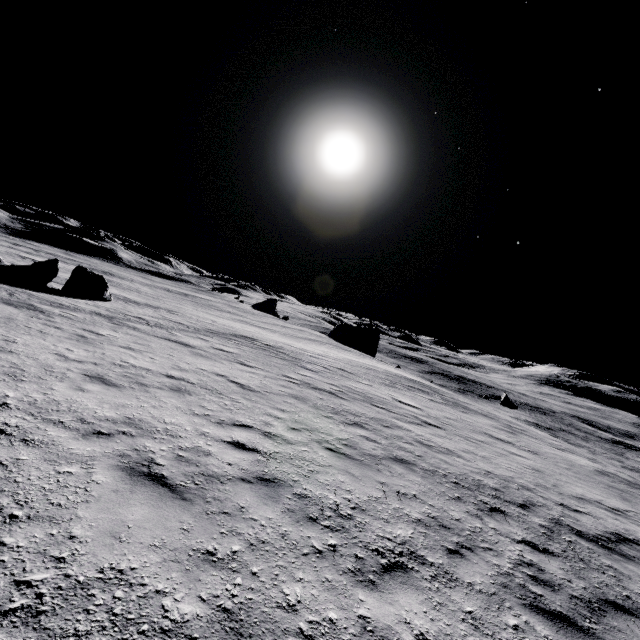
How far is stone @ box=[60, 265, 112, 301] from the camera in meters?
22.6 m

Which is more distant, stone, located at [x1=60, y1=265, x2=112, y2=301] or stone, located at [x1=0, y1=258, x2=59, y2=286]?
stone, located at [x1=60, y1=265, x2=112, y2=301]

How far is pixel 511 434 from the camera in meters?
18.8 m

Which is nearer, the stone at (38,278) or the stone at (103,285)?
the stone at (38,278)

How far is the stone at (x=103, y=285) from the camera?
22.6 meters
